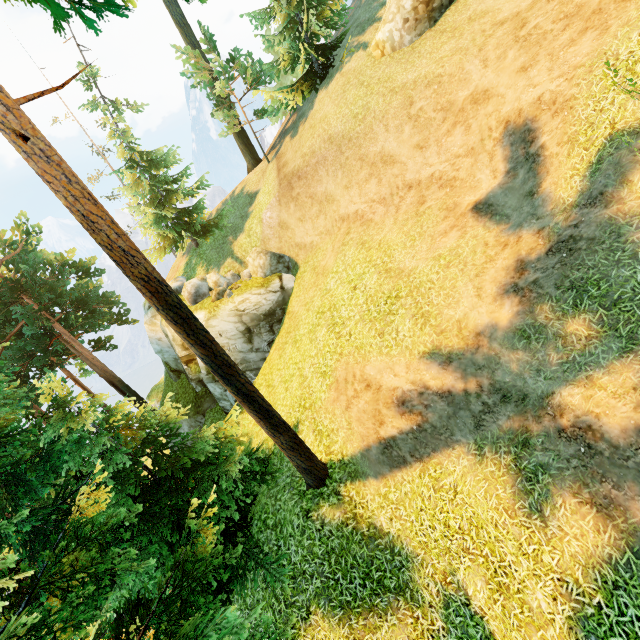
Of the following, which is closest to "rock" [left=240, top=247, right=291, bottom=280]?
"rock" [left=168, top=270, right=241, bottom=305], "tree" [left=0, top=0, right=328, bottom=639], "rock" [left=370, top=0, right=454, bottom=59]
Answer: "rock" [left=168, top=270, right=241, bottom=305]

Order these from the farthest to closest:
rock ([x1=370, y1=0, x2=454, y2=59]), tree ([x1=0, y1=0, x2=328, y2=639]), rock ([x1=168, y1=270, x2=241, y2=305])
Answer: rock ([x1=168, y1=270, x2=241, y2=305]) → rock ([x1=370, y1=0, x2=454, y2=59]) → tree ([x1=0, y1=0, x2=328, y2=639])

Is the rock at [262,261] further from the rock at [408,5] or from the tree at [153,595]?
the rock at [408,5]

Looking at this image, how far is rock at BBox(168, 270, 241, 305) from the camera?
17.7 meters

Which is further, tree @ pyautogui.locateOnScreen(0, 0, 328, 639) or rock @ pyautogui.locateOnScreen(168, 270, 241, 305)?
rock @ pyautogui.locateOnScreen(168, 270, 241, 305)

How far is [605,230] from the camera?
6.3m

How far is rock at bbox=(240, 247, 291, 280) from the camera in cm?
1802

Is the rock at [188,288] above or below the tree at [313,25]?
below
